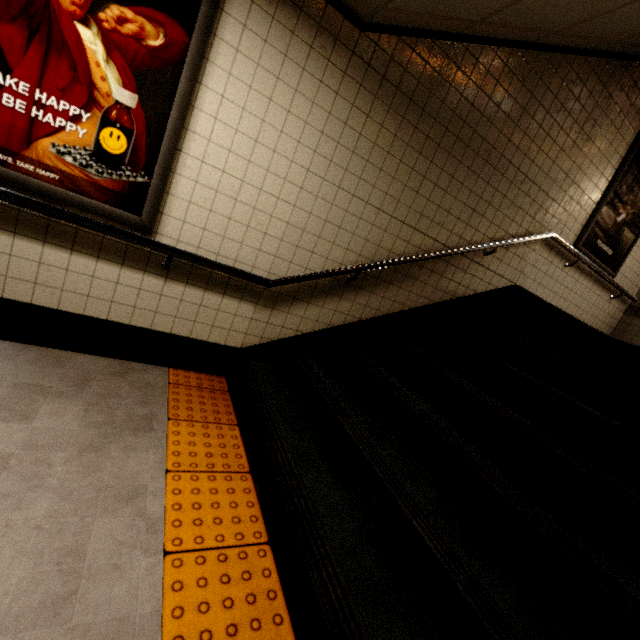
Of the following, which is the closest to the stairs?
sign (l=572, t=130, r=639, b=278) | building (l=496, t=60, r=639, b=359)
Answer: building (l=496, t=60, r=639, b=359)

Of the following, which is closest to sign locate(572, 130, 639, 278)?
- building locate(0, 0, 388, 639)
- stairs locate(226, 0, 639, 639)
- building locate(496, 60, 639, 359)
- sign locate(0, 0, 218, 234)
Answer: building locate(496, 60, 639, 359)

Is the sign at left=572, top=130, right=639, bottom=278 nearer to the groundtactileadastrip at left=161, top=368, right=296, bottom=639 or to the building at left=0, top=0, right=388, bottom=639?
the building at left=0, top=0, right=388, bottom=639

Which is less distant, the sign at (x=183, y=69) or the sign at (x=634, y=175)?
the sign at (x=183, y=69)

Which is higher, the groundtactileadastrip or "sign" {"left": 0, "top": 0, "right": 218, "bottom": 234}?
"sign" {"left": 0, "top": 0, "right": 218, "bottom": 234}

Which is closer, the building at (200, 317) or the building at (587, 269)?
the building at (200, 317)

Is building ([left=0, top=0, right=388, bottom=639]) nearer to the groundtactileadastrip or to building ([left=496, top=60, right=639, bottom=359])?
the groundtactileadastrip

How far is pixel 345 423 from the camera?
2.1 meters
